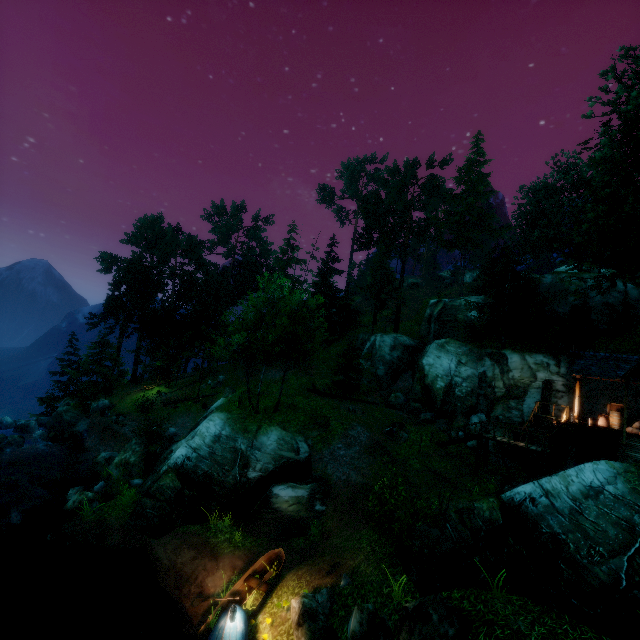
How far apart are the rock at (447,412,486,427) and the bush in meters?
15.1 m

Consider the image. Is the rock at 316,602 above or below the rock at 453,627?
below

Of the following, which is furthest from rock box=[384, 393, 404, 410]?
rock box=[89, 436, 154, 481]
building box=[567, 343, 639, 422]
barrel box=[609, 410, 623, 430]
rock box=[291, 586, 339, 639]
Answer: rock box=[291, 586, 339, 639]

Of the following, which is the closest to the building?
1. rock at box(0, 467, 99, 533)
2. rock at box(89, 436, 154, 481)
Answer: rock at box(89, 436, 154, 481)

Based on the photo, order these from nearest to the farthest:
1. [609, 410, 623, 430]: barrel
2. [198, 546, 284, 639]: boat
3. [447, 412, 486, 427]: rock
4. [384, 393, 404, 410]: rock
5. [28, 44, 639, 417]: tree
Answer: [198, 546, 284, 639]: boat
[28, 44, 639, 417]: tree
[609, 410, 623, 430]: barrel
[447, 412, 486, 427]: rock
[384, 393, 404, 410]: rock

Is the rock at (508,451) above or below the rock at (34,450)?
above

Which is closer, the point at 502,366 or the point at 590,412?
the point at 590,412

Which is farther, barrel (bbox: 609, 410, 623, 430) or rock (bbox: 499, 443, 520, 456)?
rock (bbox: 499, 443, 520, 456)
